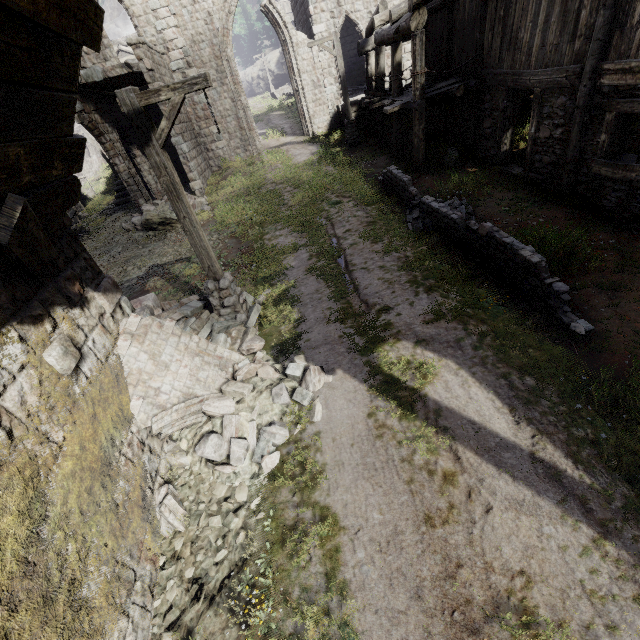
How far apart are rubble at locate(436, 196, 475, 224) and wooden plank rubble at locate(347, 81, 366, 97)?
15.3m

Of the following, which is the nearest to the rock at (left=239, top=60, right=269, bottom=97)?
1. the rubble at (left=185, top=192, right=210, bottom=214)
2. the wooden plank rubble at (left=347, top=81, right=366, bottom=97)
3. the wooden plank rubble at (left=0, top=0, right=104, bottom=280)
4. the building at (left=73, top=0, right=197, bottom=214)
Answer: the building at (left=73, top=0, right=197, bottom=214)

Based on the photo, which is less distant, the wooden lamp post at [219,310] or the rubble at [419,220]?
the wooden lamp post at [219,310]

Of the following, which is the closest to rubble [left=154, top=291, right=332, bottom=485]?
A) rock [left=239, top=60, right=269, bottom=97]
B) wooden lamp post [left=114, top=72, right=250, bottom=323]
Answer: wooden lamp post [left=114, top=72, right=250, bottom=323]

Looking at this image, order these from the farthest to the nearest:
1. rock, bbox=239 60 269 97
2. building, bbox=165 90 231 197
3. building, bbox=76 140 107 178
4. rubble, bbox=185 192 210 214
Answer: rock, bbox=239 60 269 97
building, bbox=76 140 107 178
building, bbox=165 90 231 197
rubble, bbox=185 192 210 214

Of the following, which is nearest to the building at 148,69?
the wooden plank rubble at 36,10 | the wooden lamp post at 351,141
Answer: the wooden plank rubble at 36,10

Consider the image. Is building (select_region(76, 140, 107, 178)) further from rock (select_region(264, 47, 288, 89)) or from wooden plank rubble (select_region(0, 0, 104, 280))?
rock (select_region(264, 47, 288, 89))

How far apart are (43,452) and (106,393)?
1.3 meters
